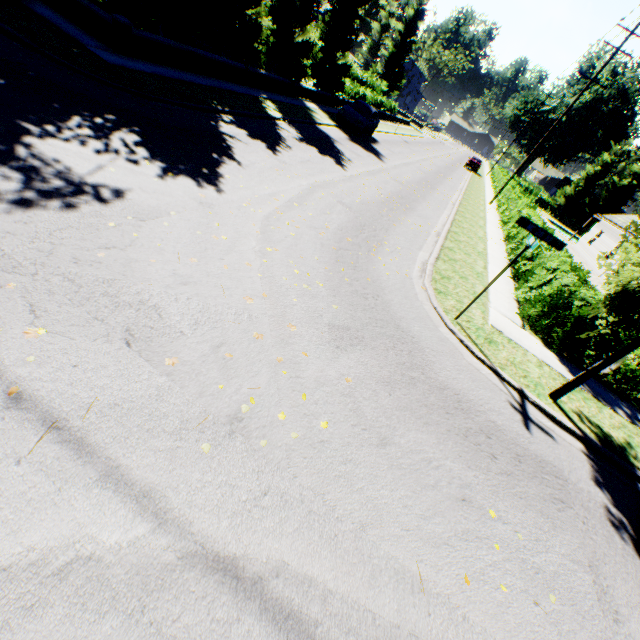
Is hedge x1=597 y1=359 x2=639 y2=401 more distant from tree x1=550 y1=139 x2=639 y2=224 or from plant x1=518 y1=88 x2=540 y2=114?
plant x1=518 y1=88 x2=540 y2=114

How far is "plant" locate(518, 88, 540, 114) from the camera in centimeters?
5691cm

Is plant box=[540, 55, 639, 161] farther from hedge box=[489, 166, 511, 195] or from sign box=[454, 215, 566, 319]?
sign box=[454, 215, 566, 319]

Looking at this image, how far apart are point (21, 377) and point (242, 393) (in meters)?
1.98

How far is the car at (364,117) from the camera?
20.3m

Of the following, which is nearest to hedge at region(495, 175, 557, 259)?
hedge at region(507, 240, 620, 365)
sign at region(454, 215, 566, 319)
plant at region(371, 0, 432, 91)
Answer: plant at region(371, 0, 432, 91)

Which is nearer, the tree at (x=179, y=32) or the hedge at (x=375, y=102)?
the tree at (x=179, y=32)

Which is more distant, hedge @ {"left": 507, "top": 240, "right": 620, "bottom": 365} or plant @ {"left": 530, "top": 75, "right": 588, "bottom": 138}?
plant @ {"left": 530, "top": 75, "right": 588, "bottom": 138}
